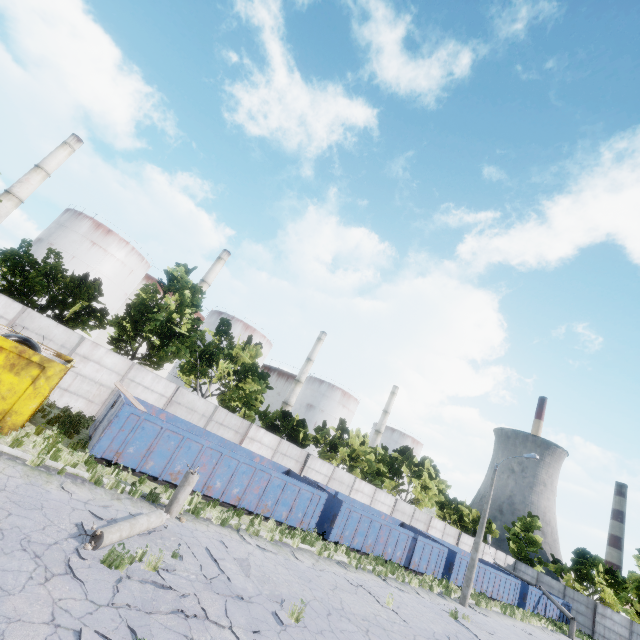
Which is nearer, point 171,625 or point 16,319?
point 171,625

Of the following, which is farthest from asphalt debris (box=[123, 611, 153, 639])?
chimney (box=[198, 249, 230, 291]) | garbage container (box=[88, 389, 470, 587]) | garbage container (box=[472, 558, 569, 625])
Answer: chimney (box=[198, 249, 230, 291])

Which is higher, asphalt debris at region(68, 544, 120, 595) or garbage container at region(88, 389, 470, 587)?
garbage container at region(88, 389, 470, 587)

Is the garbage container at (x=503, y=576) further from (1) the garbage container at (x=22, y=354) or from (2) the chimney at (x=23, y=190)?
(2) the chimney at (x=23, y=190)

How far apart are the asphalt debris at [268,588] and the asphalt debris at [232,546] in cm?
105

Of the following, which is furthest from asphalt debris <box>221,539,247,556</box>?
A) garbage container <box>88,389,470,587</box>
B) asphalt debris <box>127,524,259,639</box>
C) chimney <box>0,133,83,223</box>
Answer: chimney <box>0,133,83,223</box>

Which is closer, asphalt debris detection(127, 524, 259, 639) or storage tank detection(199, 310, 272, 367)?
asphalt debris detection(127, 524, 259, 639)

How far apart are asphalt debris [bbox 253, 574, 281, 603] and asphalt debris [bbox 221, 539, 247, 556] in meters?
1.1 m
